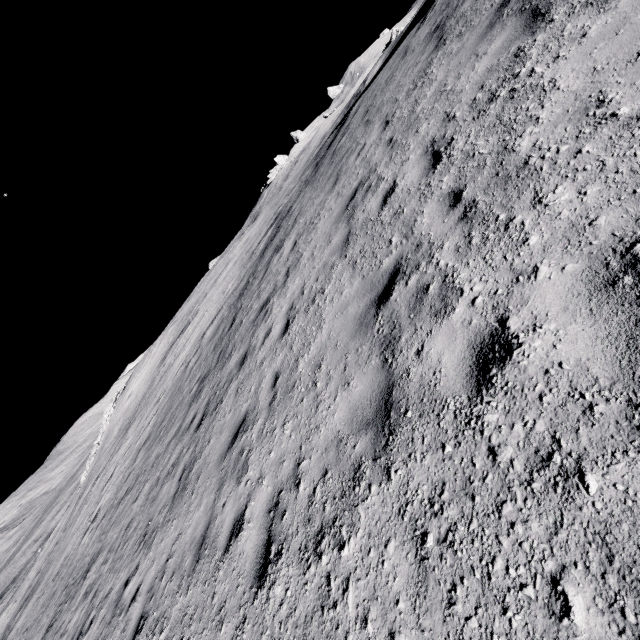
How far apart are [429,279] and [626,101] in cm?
212
